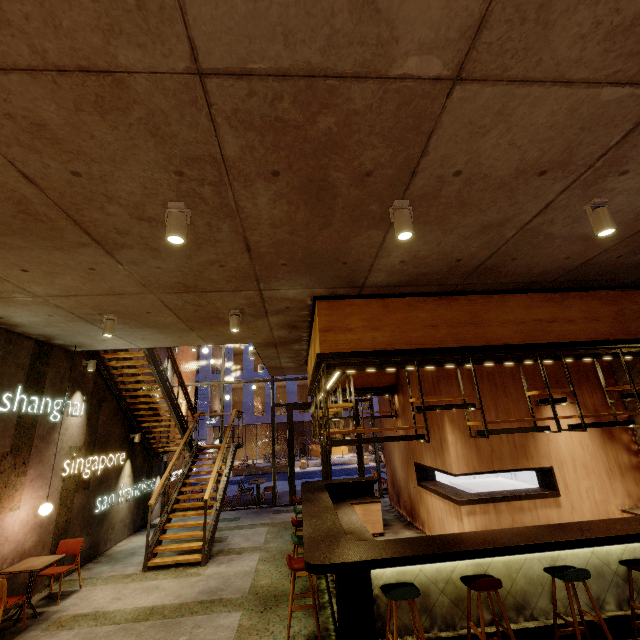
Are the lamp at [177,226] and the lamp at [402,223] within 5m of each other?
yes

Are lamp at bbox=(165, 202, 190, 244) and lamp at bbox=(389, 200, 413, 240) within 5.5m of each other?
yes

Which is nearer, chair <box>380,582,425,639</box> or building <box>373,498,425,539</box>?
chair <box>380,582,425,639</box>

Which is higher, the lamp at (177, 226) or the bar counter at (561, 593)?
the lamp at (177, 226)

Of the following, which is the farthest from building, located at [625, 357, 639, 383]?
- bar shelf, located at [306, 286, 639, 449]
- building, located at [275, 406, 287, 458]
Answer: building, located at [275, 406, 287, 458]

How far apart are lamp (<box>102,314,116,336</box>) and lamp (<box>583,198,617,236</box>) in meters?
6.4 m

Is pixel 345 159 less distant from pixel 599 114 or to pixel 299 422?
pixel 599 114

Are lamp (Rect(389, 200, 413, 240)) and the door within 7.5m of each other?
no
